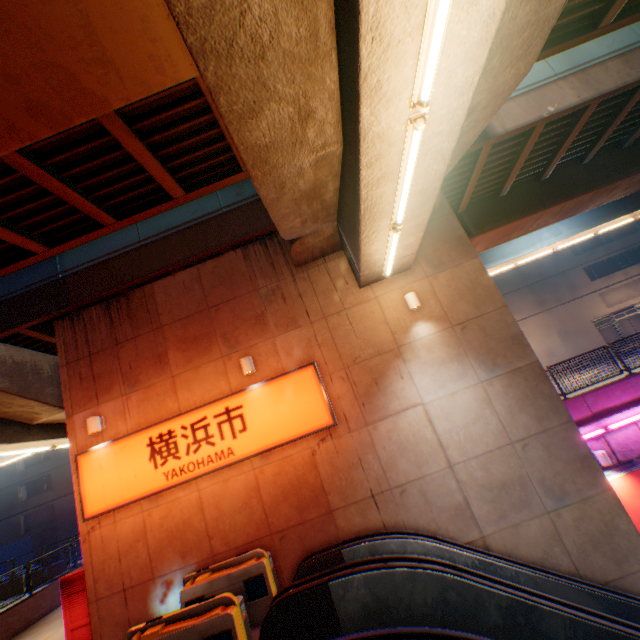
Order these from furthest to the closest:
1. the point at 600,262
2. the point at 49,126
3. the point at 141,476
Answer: the point at 600,262 < the point at 141,476 < the point at 49,126

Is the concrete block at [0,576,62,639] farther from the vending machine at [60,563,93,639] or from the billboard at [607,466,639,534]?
the billboard at [607,466,639,534]

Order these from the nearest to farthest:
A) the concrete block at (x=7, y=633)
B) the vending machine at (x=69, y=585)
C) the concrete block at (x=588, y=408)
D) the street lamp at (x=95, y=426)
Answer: the vending machine at (x=69, y=585) → the street lamp at (x=95, y=426) → the concrete block at (x=588, y=408) → the concrete block at (x=7, y=633)

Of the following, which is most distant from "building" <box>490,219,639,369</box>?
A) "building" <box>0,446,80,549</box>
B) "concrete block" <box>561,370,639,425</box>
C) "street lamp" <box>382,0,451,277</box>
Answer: "street lamp" <box>382,0,451,277</box>

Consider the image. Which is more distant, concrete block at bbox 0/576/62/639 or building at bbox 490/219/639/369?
building at bbox 490/219/639/369

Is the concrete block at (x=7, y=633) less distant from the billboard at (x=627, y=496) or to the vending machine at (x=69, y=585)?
the vending machine at (x=69, y=585)

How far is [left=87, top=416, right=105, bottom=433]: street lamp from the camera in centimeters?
830cm

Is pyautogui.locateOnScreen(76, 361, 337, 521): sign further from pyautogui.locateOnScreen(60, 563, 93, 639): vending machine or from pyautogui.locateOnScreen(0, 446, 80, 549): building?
pyautogui.locateOnScreen(0, 446, 80, 549): building
